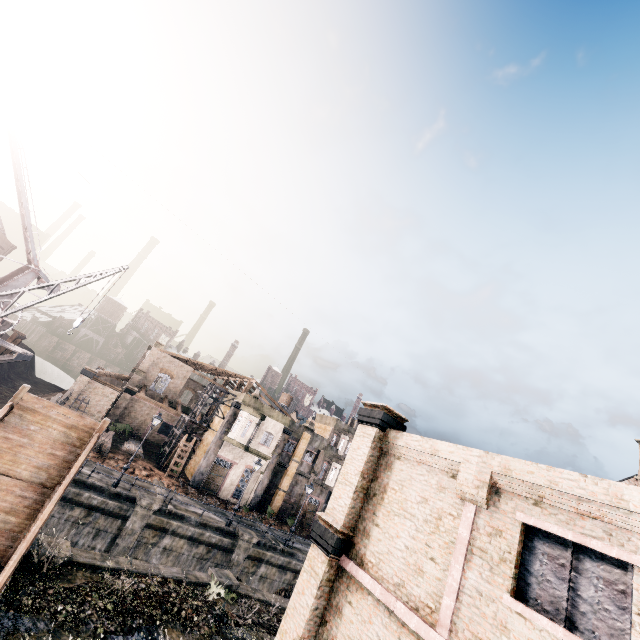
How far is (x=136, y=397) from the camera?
42.06m

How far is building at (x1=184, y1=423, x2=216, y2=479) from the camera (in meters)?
37.09

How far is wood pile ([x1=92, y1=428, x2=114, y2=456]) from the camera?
29.09m

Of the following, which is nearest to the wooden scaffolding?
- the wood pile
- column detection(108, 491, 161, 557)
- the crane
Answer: the crane

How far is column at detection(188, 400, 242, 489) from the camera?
33.78m

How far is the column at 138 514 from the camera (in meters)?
21.86

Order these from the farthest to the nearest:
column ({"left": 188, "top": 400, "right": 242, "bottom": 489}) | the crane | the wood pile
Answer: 1. column ({"left": 188, "top": 400, "right": 242, "bottom": 489})
2. the wood pile
3. the crane

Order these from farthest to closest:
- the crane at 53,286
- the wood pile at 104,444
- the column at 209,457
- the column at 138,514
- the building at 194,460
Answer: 1. the building at 194,460
2. the column at 209,457
3. the wood pile at 104,444
4. the column at 138,514
5. the crane at 53,286
